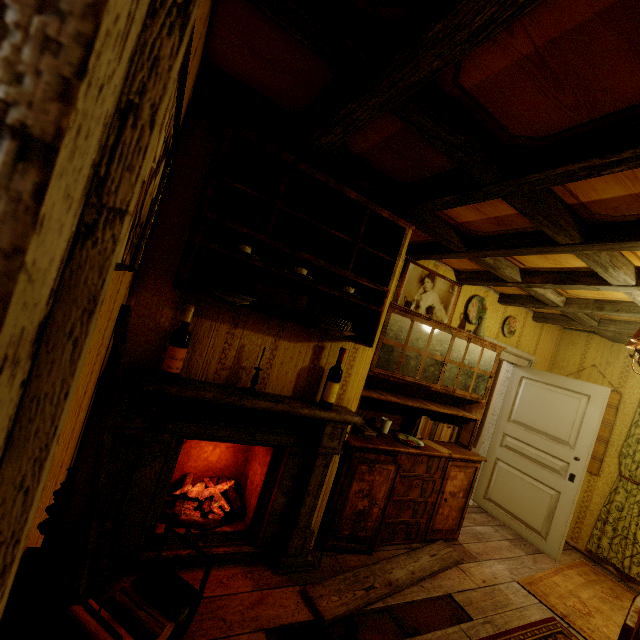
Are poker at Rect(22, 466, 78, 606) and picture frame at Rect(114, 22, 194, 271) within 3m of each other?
yes

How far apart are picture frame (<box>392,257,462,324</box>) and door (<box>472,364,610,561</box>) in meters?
1.6

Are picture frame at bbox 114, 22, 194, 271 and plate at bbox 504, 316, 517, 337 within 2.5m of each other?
no

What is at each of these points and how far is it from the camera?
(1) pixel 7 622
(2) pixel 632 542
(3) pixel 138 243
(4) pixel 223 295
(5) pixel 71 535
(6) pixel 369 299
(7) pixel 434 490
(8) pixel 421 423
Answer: (1) poker holder, 0.75m
(2) curtain, 3.71m
(3) picture frame, 1.34m
(4) plate, 1.79m
(5) fireplace, 1.88m
(6) cabinet, 2.47m
(7) cabinet, 3.22m
(8) book, 3.49m

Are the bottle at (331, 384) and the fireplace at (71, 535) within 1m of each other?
yes

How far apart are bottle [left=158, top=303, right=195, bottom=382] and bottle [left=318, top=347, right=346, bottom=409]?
1.04m

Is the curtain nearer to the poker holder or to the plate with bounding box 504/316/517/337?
the plate with bounding box 504/316/517/337

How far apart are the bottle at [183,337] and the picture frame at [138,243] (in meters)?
0.52
